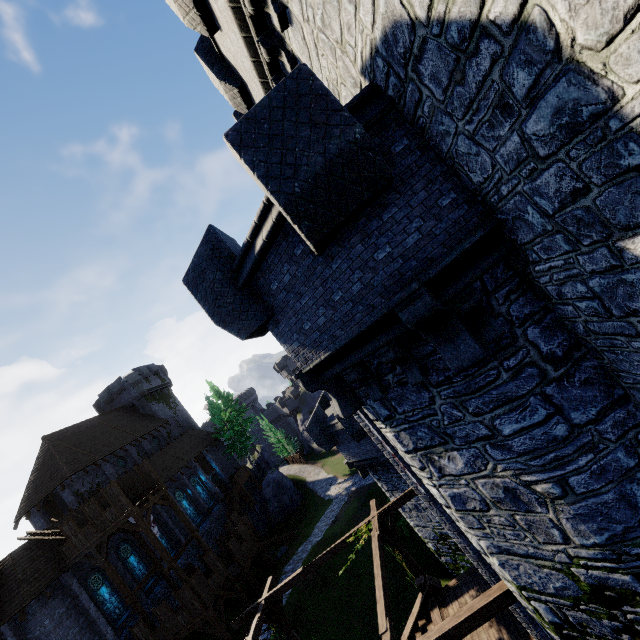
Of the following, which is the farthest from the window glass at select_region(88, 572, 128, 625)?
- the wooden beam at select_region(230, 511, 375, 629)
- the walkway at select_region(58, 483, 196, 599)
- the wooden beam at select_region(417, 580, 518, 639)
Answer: the wooden beam at select_region(417, 580, 518, 639)

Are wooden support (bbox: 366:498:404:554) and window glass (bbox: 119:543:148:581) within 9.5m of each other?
no

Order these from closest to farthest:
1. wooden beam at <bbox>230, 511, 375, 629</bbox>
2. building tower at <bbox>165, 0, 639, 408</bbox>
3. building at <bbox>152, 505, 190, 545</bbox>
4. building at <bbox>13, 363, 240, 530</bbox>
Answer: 1. building tower at <bbox>165, 0, 639, 408</bbox>
2. wooden beam at <bbox>230, 511, 375, 629</bbox>
3. building at <bbox>13, 363, 240, 530</bbox>
4. building at <bbox>152, 505, 190, 545</bbox>

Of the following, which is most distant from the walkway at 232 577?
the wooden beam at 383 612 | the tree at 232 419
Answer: the wooden beam at 383 612

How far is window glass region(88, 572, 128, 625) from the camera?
22.25m

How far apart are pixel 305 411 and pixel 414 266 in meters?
58.3

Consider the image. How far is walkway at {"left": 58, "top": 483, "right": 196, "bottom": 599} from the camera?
20.7m

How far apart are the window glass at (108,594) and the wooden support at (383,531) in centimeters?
2133cm
